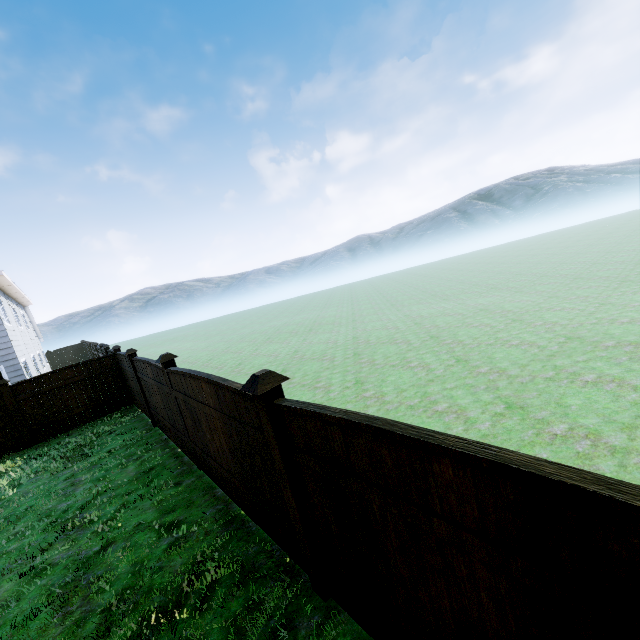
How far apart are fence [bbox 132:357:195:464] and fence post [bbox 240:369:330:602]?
3.6 meters

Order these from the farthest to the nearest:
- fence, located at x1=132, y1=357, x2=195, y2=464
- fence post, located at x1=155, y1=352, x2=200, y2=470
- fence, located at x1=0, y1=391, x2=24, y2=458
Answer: fence, located at x1=0, y1=391, x2=24, y2=458 < fence, located at x1=132, y1=357, x2=195, y2=464 < fence post, located at x1=155, y1=352, x2=200, y2=470

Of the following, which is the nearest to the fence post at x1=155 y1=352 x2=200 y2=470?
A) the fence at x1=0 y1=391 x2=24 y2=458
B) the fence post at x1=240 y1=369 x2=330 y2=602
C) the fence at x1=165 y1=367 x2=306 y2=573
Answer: the fence at x1=165 y1=367 x2=306 y2=573

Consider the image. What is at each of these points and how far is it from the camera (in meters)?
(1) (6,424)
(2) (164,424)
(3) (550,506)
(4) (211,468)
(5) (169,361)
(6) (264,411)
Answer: (1) fence, 9.68
(2) fence, 7.67
(3) fence, 1.18
(4) fence, 5.23
(5) fence post, 5.66
(6) fence post, 2.73

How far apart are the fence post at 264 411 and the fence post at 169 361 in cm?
338

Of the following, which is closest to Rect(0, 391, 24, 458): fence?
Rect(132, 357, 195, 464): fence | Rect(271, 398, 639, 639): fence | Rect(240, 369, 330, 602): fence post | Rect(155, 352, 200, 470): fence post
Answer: Rect(271, 398, 639, 639): fence

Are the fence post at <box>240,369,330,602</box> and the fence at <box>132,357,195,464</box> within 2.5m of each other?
no

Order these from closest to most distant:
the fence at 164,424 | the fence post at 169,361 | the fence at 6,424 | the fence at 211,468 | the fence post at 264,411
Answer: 1. the fence post at 264,411
2. the fence at 211,468
3. the fence post at 169,361
4. the fence at 164,424
5. the fence at 6,424
